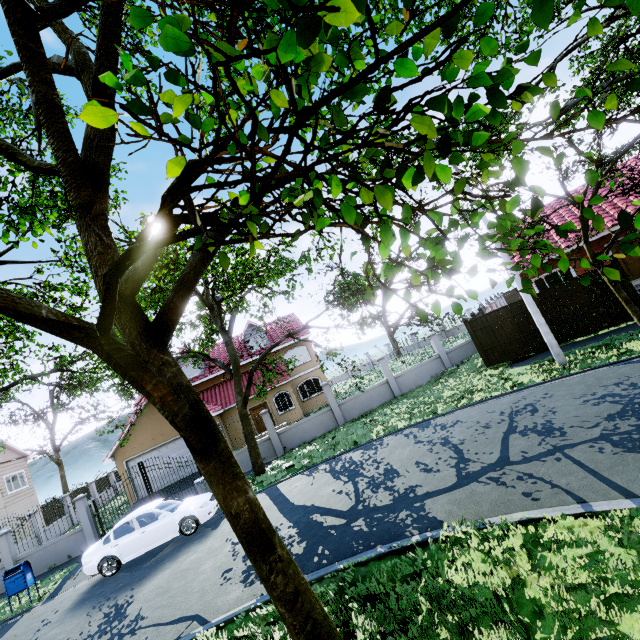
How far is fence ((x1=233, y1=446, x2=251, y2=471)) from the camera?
16.94m

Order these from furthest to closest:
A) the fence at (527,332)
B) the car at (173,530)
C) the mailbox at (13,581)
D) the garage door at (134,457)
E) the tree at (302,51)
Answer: the garage door at (134,457), the fence at (527,332), the mailbox at (13,581), the car at (173,530), the tree at (302,51)

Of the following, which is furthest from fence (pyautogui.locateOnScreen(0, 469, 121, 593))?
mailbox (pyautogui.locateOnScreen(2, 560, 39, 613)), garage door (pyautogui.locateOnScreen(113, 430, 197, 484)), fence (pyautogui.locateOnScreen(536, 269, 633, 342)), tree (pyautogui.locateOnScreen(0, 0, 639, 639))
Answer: fence (pyautogui.locateOnScreen(536, 269, 633, 342))

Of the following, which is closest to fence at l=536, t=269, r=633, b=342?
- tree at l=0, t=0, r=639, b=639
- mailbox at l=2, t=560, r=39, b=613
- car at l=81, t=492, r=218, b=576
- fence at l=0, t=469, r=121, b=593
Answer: tree at l=0, t=0, r=639, b=639

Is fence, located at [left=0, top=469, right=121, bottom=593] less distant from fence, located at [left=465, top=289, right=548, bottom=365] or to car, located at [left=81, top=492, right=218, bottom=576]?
car, located at [left=81, top=492, right=218, bottom=576]

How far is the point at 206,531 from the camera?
11.1m

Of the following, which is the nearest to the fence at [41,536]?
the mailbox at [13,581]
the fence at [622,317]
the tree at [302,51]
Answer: the tree at [302,51]
